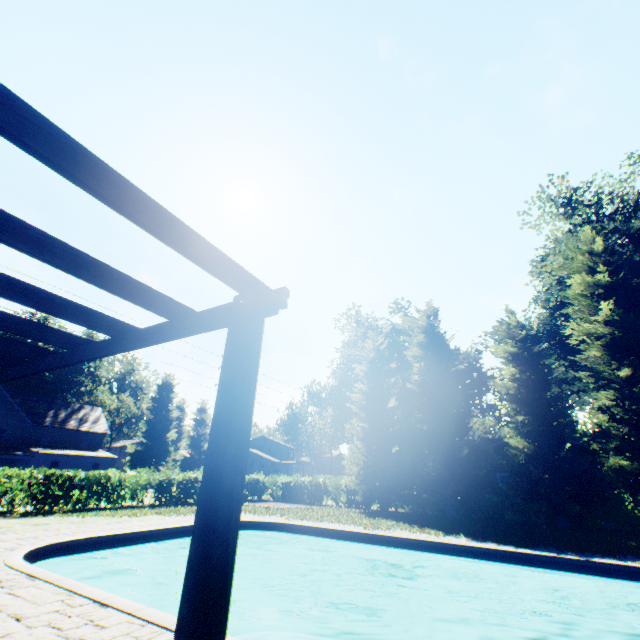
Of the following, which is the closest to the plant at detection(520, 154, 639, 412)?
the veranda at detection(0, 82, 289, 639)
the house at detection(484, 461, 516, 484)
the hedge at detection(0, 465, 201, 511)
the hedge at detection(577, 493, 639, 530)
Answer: the hedge at detection(0, 465, 201, 511)

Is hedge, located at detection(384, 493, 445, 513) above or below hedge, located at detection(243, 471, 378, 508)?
below

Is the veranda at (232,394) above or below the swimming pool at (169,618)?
above

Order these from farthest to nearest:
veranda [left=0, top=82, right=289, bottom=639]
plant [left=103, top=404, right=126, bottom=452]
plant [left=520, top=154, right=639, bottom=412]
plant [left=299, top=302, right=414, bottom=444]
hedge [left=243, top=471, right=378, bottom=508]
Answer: plant [left=103, top=404, right=126, bottom=452]
plant [left=299, top=302, right=414, bottom=444]
plant [left=520, top=154, right=639, bottom=412]
hedge [left=243, top=471, right=378, bottom=508]
veranda [left=0, top=82, right=289, bottom=639]

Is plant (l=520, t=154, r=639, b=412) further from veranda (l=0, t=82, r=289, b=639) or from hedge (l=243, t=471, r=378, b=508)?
veranda (l=0, t=82, r=289, b=639)

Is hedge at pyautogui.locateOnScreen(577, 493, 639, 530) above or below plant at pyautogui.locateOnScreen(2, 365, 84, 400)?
below

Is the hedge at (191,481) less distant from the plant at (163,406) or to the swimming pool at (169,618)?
the plant at (163,406)

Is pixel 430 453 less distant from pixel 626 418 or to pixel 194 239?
pixel 626 418
